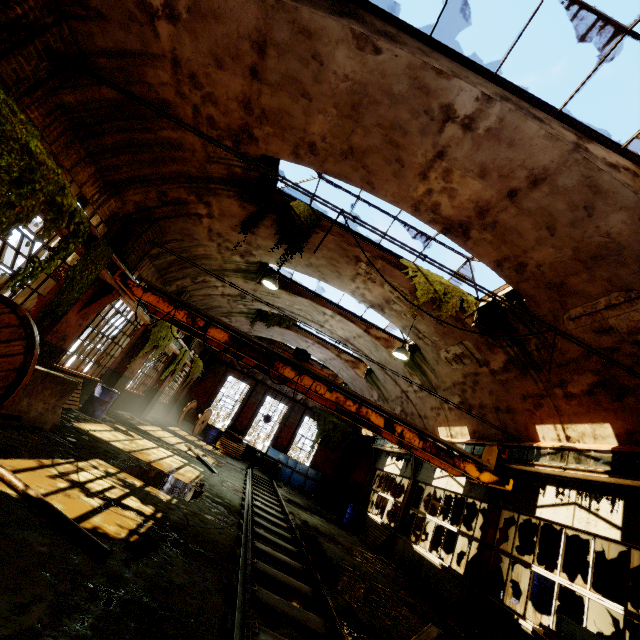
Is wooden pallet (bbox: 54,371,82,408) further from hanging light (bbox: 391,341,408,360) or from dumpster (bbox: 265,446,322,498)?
hanging light (bbox: 391,341,408,360)

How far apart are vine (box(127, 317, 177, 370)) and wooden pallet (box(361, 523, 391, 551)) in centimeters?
1113cm

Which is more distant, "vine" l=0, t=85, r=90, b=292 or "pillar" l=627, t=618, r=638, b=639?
"pillar" l=627, t=618, r=638, b=639

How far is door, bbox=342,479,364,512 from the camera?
22.2 meters

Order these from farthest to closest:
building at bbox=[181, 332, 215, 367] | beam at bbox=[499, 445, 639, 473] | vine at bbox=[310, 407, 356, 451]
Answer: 1. vine at bbox=[310, 407, 356, 451]
2. building at bbox=[181, 332, 215, 367]
3. beam at bbox=[499, 445, 639, 473]

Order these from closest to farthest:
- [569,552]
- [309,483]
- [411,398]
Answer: [569,552], [411,398], [309,483]

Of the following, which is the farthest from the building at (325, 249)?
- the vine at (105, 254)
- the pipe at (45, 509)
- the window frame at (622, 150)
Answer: the pipe at (45, 509)

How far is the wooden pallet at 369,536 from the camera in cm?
1327
